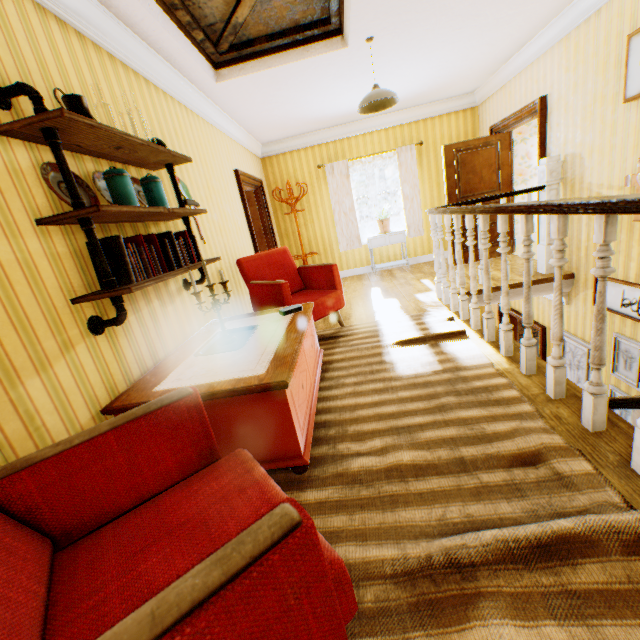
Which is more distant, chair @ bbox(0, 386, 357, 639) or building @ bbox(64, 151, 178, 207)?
building @ bbox(64, 151, 178, 207)

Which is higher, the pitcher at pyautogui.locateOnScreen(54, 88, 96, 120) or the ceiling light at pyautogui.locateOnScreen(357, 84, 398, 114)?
the ceiling light at pyautogui.locateOnScreen(357, 84, 398, 114)

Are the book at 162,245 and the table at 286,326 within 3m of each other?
yes

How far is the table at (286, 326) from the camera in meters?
1.8 m

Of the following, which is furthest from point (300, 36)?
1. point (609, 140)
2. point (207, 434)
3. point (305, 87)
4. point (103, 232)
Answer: point (207, 434)

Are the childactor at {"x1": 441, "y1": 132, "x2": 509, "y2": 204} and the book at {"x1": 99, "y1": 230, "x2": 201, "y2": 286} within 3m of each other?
no

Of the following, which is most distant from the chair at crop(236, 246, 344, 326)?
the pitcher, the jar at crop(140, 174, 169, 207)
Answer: the pitcher

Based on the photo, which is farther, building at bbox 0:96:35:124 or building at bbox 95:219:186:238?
building at bbox 95:219:186:238
